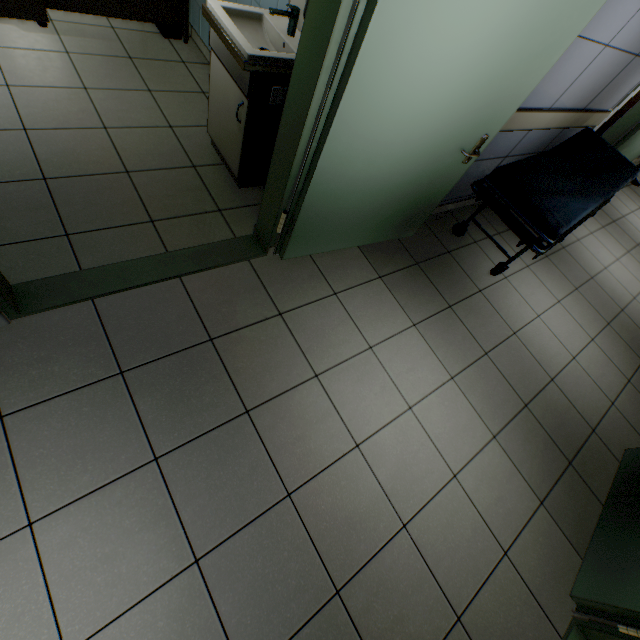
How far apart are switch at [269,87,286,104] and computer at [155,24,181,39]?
2.9 meters

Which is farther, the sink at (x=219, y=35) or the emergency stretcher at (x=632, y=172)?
the emergency stretcher at (x=632, y=172)

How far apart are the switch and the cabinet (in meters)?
0.56

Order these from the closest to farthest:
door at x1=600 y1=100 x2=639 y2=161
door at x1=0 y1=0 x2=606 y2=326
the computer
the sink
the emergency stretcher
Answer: door at x1=0 y1=0 x2=606 y2=326 → the sink → the emergency stretcher → the computer → door at x1=600 y1=100 x2=639 y2=161

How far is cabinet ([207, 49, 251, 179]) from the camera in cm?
218

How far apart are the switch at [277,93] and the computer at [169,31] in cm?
285

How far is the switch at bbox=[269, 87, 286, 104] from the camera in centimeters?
161cm

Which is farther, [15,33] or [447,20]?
[15,33]
